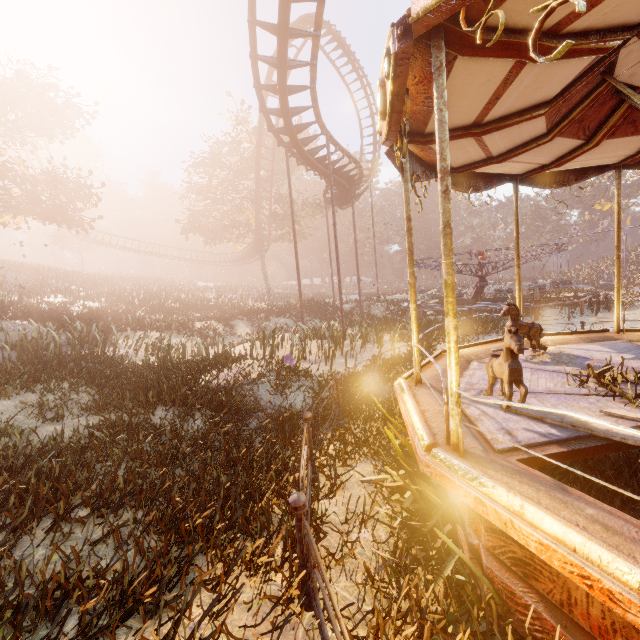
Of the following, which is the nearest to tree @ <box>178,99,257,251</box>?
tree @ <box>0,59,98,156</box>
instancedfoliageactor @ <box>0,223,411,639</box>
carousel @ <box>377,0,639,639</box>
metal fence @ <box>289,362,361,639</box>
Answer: tree @ <box>0,59,98,156</box>

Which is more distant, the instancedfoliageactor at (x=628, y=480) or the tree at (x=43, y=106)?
the tree at (x=43, y=106)

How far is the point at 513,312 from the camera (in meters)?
5.79

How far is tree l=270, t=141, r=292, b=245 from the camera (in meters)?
31.36

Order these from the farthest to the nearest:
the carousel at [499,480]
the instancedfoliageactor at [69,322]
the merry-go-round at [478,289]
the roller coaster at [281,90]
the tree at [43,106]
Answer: the tree at [43,106], the merry-go-round at [478,289], the roller coaster at [281,90], the instancedfoliageactor at [69,322], the carousel at [499,480]

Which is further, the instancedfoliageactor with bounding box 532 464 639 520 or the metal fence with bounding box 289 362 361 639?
the instancedfoliageactor with bounding box 532 464 639 520

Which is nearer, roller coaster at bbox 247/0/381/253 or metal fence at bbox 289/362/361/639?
metal fence at bbox 289/362/361/639

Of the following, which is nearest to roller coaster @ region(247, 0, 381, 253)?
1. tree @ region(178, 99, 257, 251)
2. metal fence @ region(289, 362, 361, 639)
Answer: tree @ region(178, 99, 257, 251)
